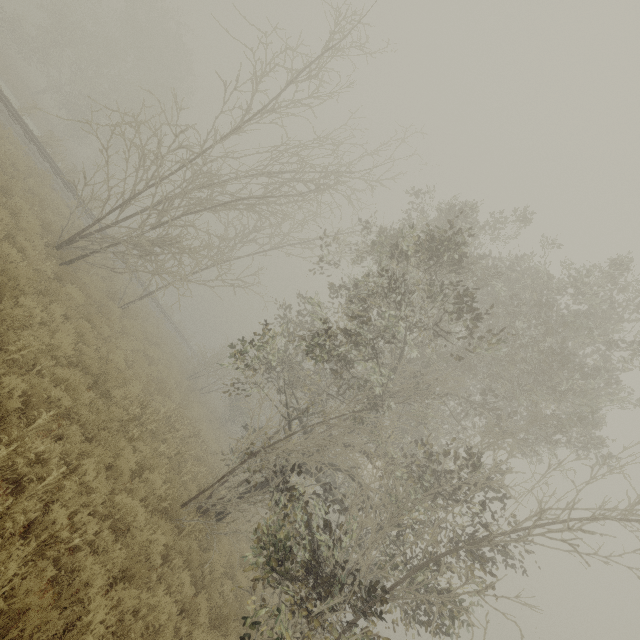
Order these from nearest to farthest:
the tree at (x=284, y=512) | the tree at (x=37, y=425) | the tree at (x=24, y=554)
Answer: the tree at (x=24, y=554) → the tree at (x=37, y=425) → the tree at (x=284, y=512)

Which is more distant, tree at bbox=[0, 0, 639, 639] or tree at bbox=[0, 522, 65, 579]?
tree at bbox=[0, 0, 639, 639]

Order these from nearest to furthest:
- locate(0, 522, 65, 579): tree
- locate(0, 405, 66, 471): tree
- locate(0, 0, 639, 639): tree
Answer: locate(0, 522, 65, 579): tree
locate(0, 405, 66, 471): tree
locate(0, 0, 639, 639): tree

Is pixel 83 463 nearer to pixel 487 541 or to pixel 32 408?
pixel 32 408

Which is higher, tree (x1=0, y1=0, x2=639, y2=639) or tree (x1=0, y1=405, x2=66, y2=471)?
tree (x1=0, y1=0, x2=639, y2=639)

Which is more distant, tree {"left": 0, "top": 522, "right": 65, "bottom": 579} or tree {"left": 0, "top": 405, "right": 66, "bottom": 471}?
tree {"left": 0, "top": 405, "right": 66, "bottom": 471}

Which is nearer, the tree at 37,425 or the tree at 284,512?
the tree at 37,425
